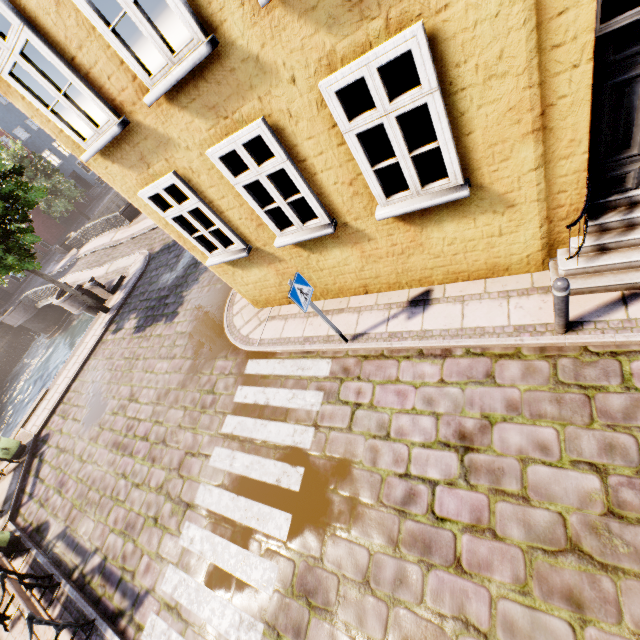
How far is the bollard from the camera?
3.70m

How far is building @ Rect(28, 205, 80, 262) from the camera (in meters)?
36.06

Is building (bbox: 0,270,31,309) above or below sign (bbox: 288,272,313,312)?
below

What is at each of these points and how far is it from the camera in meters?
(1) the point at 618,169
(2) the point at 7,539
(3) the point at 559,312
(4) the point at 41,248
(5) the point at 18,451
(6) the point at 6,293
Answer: (1) building, 3.8
(2) trash bin, 8.4
(3) bollard, 4.1
(4) building, 36.3
(5) trash bin, 11.3
(6) building, 33.8

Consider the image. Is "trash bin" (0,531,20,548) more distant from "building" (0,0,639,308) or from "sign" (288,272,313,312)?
"sign" (288,272,313,312)

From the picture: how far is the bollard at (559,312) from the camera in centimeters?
370cm

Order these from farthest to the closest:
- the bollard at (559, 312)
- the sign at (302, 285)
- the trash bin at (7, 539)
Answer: the trash bin at (7, 539) < the sign at (302, 285) < the bollard at (559, 312)

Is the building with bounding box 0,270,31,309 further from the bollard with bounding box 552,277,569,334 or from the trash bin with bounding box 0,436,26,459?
the bollard with bounding box 552,277,569,334
